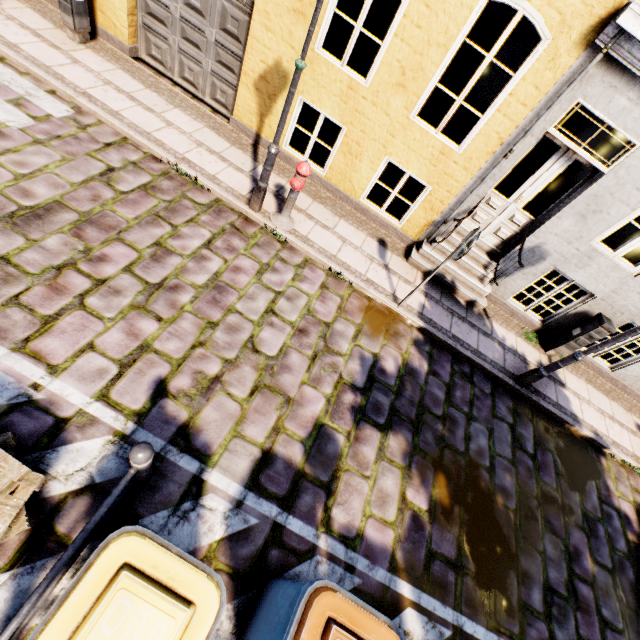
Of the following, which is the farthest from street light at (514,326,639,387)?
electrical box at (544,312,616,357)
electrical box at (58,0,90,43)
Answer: electrical box at (58,0,90,43)

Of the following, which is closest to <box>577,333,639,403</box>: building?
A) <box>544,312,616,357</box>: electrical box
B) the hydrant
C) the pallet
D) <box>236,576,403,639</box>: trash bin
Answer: <box>544,312,616,357</box>: electrical box

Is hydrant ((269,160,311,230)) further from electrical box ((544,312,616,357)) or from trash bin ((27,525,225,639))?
electrical box ((544,312,616,357))

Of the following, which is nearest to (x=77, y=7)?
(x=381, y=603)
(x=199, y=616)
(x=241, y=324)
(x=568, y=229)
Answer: (x=241, y=324)

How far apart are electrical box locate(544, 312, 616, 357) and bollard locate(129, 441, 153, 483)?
7.9m

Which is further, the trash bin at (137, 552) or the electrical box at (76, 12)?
the electrical box at (76, 12)

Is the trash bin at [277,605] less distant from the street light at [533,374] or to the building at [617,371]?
the street light at [533,374]

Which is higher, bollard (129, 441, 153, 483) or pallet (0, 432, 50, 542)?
bollard (129, 441, 153, 483)
